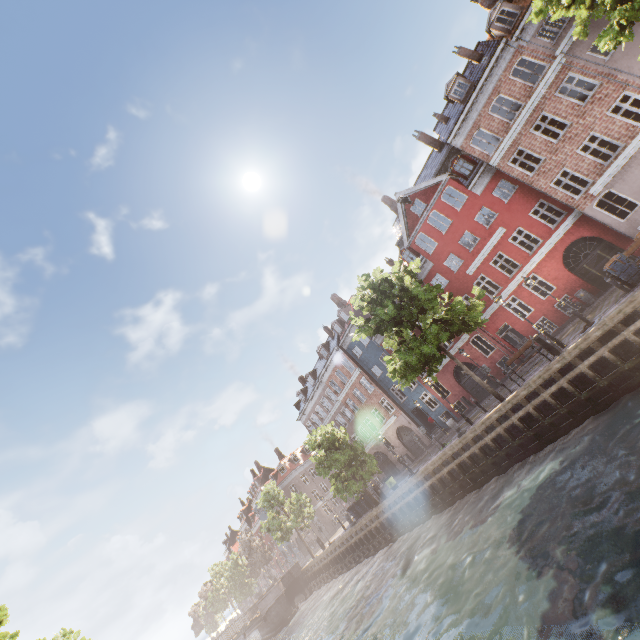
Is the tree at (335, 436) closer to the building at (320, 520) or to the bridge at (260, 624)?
the bridge at (260, 624)

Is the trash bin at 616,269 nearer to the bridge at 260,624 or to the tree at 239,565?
the tree at 239,565

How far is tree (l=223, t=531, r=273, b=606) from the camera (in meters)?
46.28

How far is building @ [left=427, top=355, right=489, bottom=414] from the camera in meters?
27.2

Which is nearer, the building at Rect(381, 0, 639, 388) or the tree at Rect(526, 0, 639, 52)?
the tree at Rect(526, 0, 639, 52)

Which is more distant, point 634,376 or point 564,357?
point 564,357

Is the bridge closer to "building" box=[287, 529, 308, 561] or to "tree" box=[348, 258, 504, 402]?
"tree" box=[348, 258, 504, 402]
